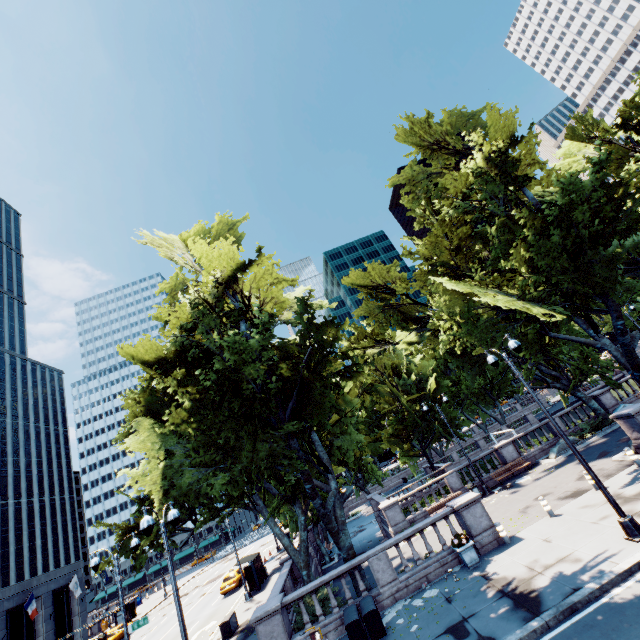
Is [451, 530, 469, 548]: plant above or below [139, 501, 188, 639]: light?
below

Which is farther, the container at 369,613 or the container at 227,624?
the container at 227,624

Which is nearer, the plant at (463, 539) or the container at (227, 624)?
the plant at (463, 539)

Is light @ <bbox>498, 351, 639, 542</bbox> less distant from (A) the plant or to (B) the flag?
(A) the plant

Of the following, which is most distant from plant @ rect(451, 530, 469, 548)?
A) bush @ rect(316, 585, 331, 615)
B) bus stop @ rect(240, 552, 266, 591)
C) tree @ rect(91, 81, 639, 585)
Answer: bus stop @ rect(240, 552, 266, 591)

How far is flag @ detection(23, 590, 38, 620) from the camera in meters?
32.4

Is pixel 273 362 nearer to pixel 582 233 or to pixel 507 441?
pixel 582 233

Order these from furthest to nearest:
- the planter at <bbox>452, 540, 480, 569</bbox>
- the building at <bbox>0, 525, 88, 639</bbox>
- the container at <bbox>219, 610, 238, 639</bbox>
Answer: the building at <bbox>0, 525, 88, 639</bbox> < the container at <bbox>219, 610, 238, 639</bbox> < the planter at <bbox>452, 540, 480, 569</bbox>
